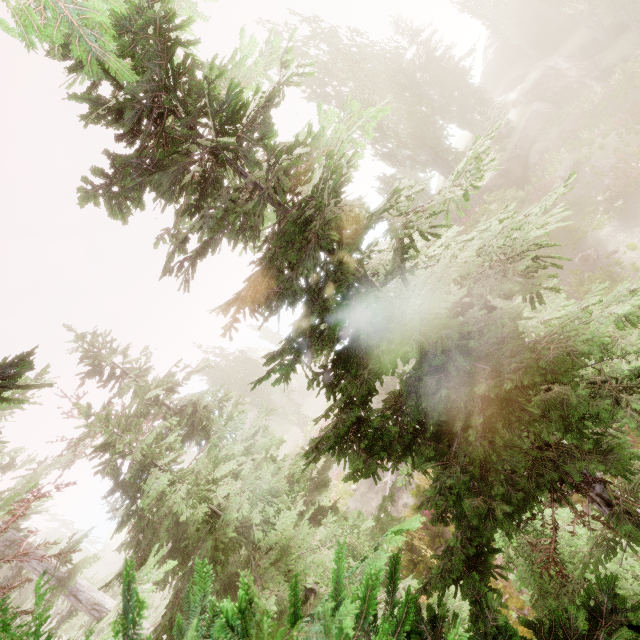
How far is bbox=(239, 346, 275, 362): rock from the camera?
52.9 meters

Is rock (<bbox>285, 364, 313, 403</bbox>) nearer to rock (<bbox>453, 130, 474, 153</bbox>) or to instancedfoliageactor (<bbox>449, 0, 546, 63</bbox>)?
instancedfoliageactor (<bbox>449, 0, 546, 63</bbox>)

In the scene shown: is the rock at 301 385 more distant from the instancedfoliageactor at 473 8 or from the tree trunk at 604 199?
the tree trunk at 604 199

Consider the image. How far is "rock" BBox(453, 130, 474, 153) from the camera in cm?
3208

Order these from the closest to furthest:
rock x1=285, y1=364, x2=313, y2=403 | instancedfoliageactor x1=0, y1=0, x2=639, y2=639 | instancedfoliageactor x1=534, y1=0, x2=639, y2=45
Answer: instancedfoliageactor x1=0, y1=0, x2=639, y2=639 → instancedfoliageactor x1=534, y1=0, x2=639, y2=45 → rock x1=285, y1=364, x2=313, y2=403

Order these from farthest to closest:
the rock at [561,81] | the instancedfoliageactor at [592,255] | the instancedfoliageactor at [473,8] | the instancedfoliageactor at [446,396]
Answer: the instancedfoliageactor at [473,8] → the rock at [561,81] → the instancedfoliageactor at [592,255] → the instancedfoliageactor at [446,396]

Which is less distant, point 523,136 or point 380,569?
point 380,569
